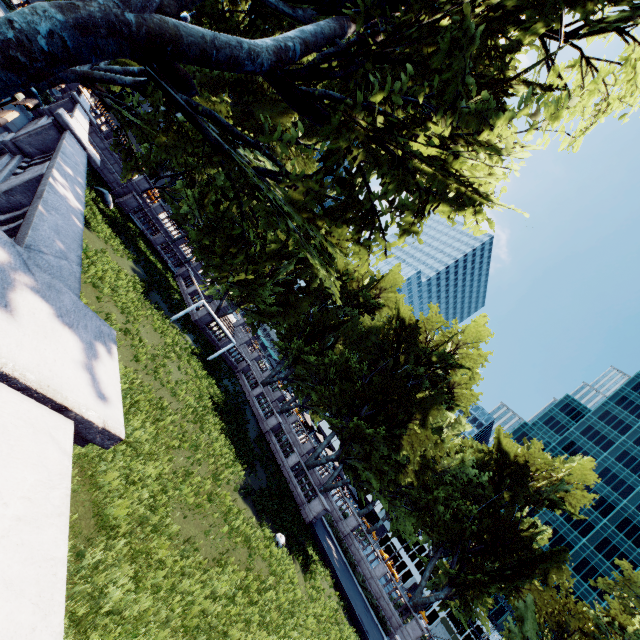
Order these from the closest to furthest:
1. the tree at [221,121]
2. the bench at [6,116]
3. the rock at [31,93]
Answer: the tree at [221,121], the bench at [6,116], the rock at [31,93]

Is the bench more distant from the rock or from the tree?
the rock

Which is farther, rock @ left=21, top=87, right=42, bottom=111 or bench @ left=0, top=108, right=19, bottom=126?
rock @ left=21, top=87, right=42, bottom=111

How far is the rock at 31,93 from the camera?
14.6m

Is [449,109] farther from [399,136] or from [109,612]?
[109,612]

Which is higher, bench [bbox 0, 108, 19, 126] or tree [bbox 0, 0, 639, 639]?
tree [bbox 0, 0, 639, 639]
